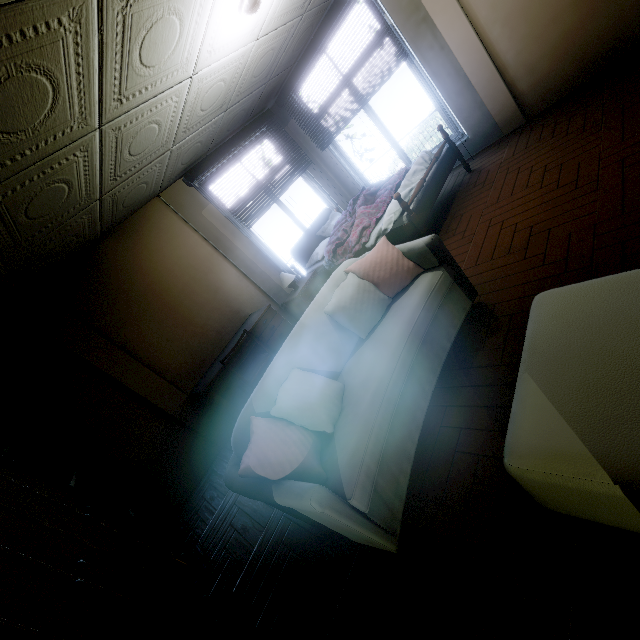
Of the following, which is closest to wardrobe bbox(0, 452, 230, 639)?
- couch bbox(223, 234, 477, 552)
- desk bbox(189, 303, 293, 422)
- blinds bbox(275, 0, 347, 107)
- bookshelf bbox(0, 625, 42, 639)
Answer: bookshelf bbox(0, 625, 42, 639)

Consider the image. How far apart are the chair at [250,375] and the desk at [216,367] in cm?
24

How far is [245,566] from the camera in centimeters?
238cm

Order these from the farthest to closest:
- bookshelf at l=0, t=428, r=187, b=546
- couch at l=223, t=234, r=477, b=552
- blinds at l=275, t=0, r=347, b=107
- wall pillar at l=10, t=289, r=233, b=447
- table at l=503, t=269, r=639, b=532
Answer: blinds at l=275, t=0, r=347, b=107 < wall pillar at l=10, t=289, r=233, b=447 < bookshelf at l=0, t=428, r=187, b=546 < couch at l=223, t=234, r=477, b=552 < table at l=503, t=269, r=639, b=532

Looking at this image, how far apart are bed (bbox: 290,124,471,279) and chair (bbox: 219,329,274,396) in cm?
158

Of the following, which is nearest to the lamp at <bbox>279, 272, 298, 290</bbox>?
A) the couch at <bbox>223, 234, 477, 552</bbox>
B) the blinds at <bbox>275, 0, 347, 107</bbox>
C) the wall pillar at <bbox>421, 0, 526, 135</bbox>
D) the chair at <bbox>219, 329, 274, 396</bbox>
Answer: the chair at <bbox>219, 329, 274, 396</bbox>

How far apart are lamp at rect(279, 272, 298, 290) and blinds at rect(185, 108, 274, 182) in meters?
1.8

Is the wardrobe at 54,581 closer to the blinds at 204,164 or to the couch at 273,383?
the couch at 273,383
